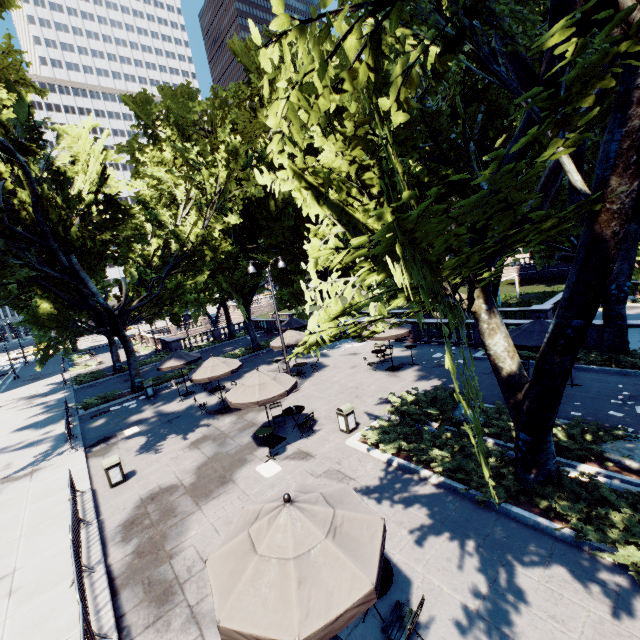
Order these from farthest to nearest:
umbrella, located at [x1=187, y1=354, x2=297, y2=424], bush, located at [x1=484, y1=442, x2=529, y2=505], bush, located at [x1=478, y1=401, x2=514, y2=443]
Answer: umbrella, located at [x1=187, y1=354, x2=297, y2=424]
bush, located at [x1=478, y1=401, x2=514, y2=443]
bush, located at [x1=484, y1=442, x2=529, y2=505]

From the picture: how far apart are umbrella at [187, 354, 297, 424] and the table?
5.91m

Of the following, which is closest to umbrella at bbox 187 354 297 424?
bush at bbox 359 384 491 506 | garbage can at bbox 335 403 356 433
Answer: garbage can at bbox 335 403 356 433

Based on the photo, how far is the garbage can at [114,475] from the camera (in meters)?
11.73

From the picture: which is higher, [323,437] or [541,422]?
[541,422]

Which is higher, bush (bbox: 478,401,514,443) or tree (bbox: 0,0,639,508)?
tree (bbox: 0,0,639,508)

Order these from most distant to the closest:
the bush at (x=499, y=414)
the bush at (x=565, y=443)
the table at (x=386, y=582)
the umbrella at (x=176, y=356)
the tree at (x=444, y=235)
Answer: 1. the umbrella at (x=176, y=356)
2. the bush at (x=499, y=414)
3. the bush at (x=565, y=443)
4. the table at (x=386, y=582)
5. the tree at (x=444, y=235)

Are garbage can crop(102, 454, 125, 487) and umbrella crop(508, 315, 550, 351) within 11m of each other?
no
